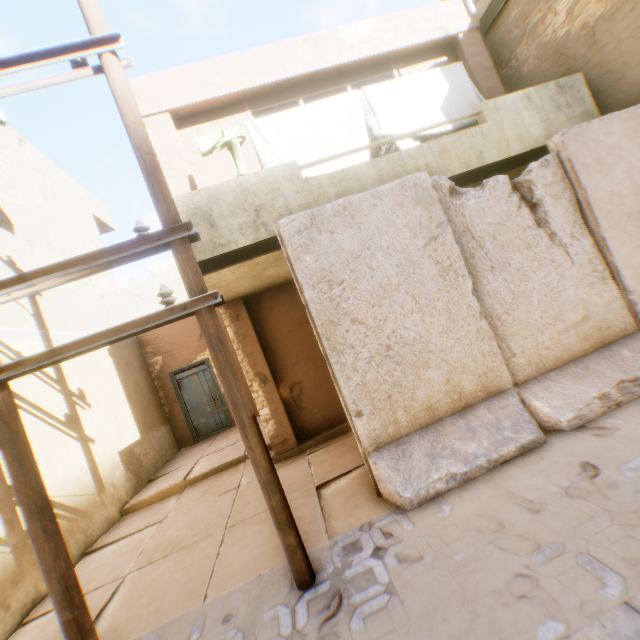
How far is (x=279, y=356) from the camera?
6.6 meters

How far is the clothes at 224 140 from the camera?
5.2m

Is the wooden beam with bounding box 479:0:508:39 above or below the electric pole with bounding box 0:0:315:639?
above

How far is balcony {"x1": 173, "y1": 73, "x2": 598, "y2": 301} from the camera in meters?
4.3

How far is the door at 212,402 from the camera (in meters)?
10.71

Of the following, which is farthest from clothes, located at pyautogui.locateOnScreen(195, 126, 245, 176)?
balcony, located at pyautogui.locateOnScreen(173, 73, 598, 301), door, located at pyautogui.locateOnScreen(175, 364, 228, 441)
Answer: door, located at pyautogui.locateOnScreen(175, 364, 228, 441)

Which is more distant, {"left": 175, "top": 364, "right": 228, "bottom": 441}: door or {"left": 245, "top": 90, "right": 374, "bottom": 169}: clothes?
{"left": 175, "top": 364, "right": 228, "bottom": 441}: door

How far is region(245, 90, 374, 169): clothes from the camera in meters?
5.3 m
